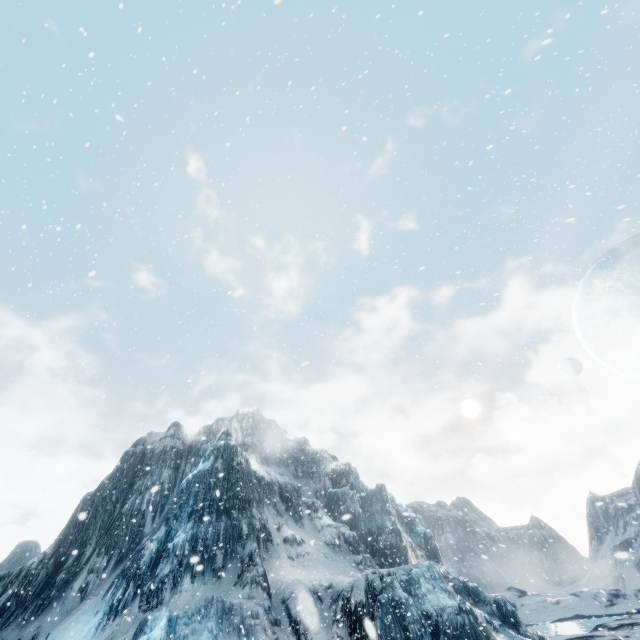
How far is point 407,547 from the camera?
31.2m
